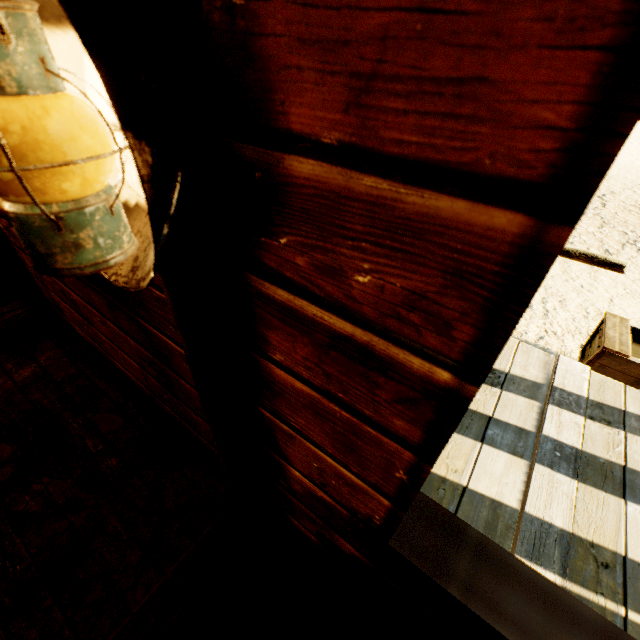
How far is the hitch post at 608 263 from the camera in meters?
2.7 m

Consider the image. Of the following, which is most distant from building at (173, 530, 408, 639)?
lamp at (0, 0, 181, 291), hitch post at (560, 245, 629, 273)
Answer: hitch post at (560, 245, 629, 273)

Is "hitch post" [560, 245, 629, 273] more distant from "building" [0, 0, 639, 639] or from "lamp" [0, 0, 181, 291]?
"lamp" [0, 0, 181, 291]

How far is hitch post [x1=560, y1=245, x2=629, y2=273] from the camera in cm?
269

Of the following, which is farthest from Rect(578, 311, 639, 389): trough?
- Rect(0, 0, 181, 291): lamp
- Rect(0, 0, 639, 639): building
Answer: Rect(0, 0, 181, 291): lamp

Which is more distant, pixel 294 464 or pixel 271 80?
pixel 294 464

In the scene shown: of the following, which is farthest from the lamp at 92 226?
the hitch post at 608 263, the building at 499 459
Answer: the hitch post at 608 263
